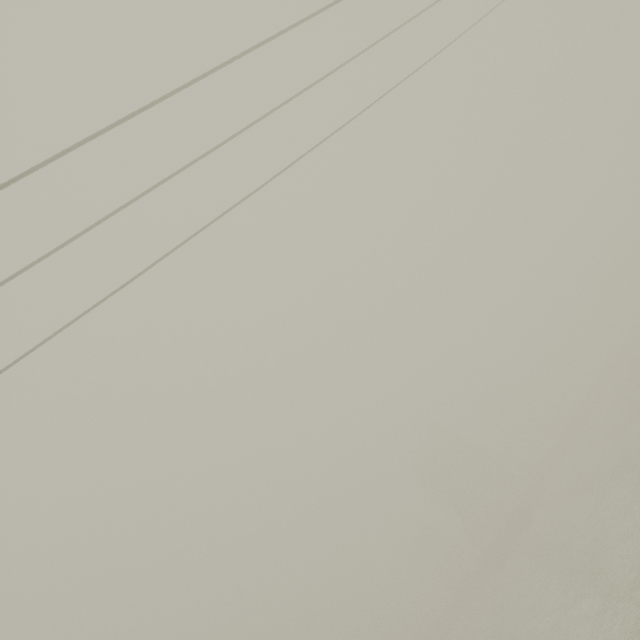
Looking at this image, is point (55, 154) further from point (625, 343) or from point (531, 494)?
point (625, 343)
